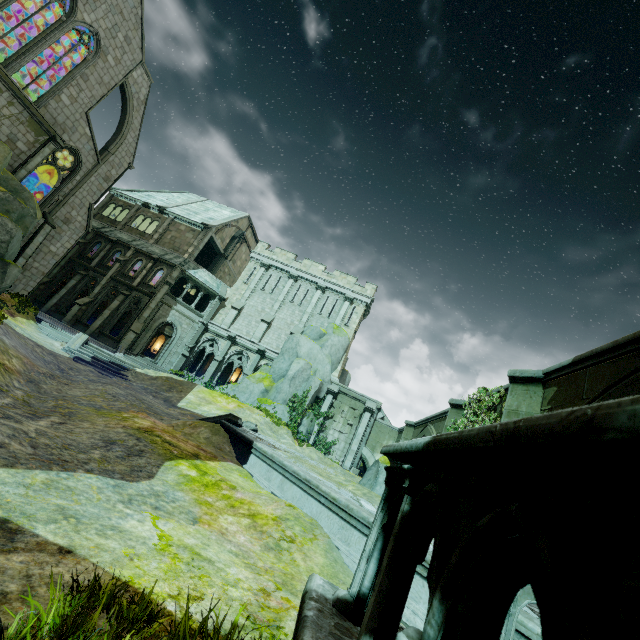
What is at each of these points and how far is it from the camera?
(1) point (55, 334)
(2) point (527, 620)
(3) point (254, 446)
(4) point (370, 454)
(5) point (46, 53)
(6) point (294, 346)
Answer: (1) stair, 19.1m
(2) wall trim, 4.1m
(3) wall trim, 10.0m
(4) bridge arch, 26.3m
(5) building, 24.2m
(6) rock, 28.5m

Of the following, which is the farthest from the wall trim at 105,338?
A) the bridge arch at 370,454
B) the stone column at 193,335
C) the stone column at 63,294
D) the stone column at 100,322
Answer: the bridge arch at 370,454

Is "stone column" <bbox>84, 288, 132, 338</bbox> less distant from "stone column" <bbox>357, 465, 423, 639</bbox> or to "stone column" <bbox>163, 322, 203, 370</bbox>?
"stone column" <bbox>163, 322, 203, 370</bbox>

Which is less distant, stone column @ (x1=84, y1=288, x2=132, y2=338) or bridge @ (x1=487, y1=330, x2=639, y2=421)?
bridge @ (x1=487, y1=330, x2=639, y2=421)

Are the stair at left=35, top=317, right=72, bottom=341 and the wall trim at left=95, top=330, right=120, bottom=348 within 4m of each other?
no

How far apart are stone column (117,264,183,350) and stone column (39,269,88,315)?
6.67m

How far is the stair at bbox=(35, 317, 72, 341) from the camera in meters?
18.7 m

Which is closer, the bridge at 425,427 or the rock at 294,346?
the bridge at 425,427
